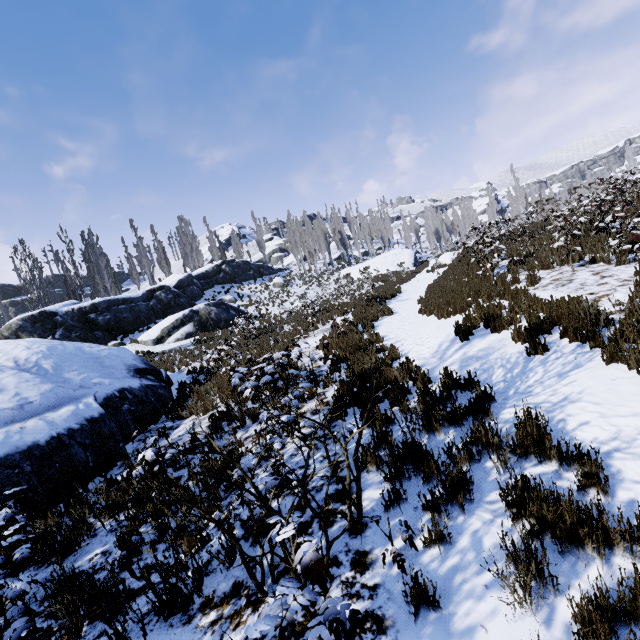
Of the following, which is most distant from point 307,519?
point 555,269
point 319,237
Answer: point 319,237

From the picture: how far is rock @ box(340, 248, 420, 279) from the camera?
38.6 meters

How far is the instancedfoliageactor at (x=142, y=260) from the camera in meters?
39.9

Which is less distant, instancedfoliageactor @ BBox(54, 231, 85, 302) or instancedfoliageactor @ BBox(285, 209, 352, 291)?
instancedfoliageactor @ BBox(54, 231, 85, 302)
